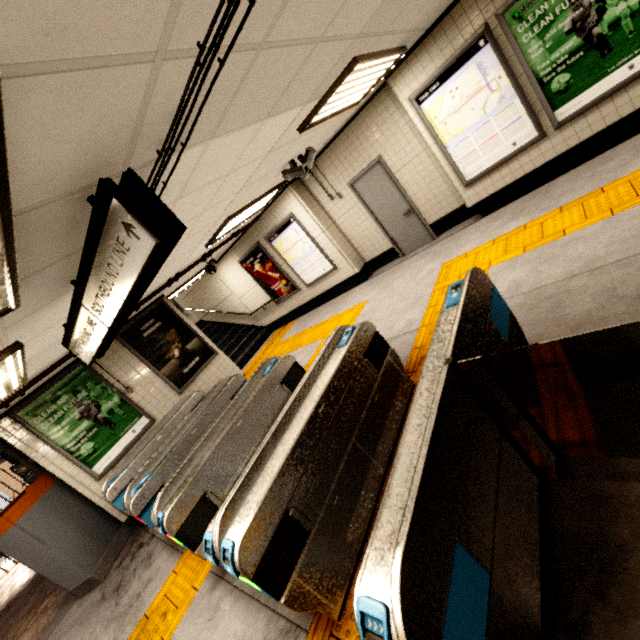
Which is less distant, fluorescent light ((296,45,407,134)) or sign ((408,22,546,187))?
fluorescent light ((296,45,407,134))

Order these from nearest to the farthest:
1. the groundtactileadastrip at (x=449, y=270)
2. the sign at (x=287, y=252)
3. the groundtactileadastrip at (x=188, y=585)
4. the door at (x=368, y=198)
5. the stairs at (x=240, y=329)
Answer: the groundtactileadastrip at (x=449, y=270) → the groundtactileadastrip at (x=188, y=585) → the door at (x=368, y=198) → the sign at (x=287, y=252) → the stairs at (x=240, y=329)

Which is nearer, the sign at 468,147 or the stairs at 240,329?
the sign at 468,147

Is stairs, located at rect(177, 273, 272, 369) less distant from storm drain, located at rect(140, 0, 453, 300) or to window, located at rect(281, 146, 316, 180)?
storm drain, located at rect(140, 0, 453, 300)

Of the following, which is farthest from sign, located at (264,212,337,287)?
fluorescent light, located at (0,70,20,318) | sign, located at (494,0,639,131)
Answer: fluorescent light, located at (0,70,20,318)

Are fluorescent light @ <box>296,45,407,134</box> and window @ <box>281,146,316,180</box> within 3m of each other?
yes

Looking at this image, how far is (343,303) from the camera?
8.0m

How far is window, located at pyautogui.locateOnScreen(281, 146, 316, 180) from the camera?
5.3m
